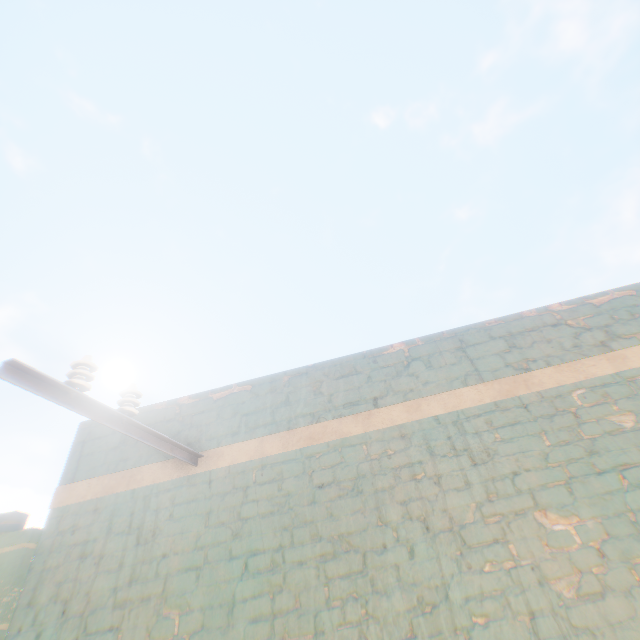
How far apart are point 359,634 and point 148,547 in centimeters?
187cm
